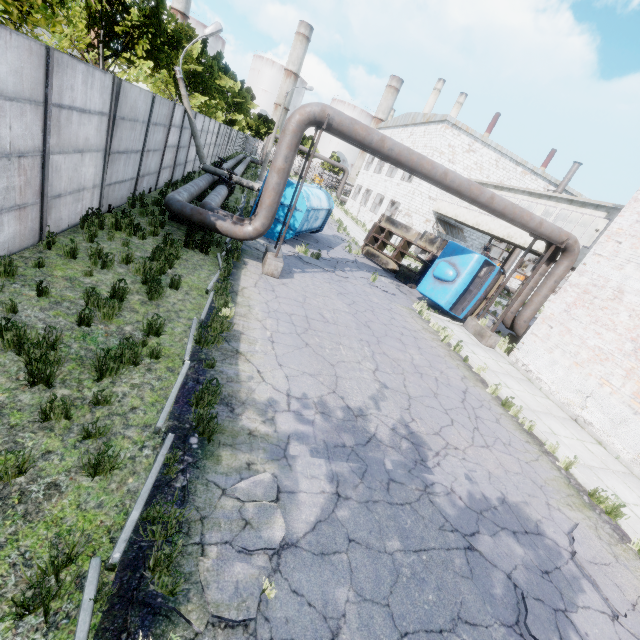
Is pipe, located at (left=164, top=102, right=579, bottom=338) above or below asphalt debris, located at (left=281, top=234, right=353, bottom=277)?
above

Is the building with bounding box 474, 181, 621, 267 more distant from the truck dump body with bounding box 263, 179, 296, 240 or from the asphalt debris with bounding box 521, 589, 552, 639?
the asphalt debris with bounding box 521, 589, 552, 639

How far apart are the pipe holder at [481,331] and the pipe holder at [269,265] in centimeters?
943cm

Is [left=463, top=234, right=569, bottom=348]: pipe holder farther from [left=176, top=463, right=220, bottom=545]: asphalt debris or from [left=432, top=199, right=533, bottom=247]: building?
[left=176, top=463, right=220, bottom=545]: asphalt debris

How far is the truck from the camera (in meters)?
14.47

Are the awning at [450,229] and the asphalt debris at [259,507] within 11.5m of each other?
no

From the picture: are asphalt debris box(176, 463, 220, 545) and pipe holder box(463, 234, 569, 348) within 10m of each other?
no

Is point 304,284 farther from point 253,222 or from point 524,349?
point 524,349
